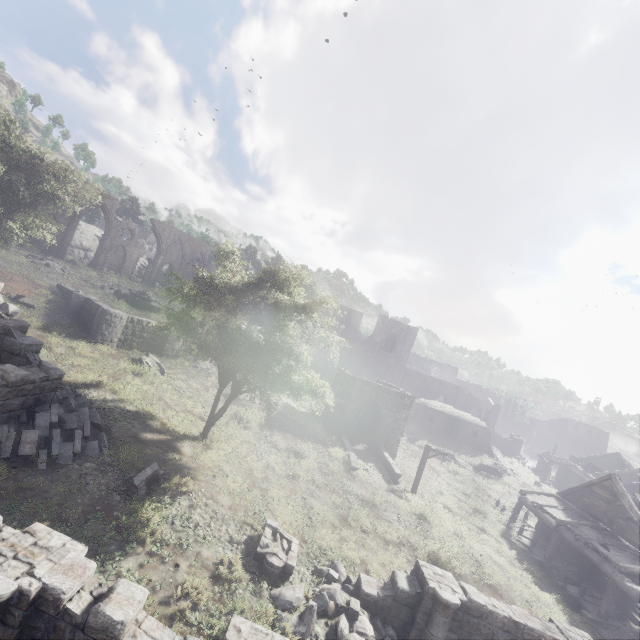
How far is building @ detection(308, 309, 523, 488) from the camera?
25.3m

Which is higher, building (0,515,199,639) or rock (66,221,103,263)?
rock (66,221,103,263)

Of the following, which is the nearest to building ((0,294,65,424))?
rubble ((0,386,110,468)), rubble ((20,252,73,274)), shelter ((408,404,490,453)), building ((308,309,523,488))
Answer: rubble ((0,386,110,468))

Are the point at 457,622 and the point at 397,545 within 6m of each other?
yes

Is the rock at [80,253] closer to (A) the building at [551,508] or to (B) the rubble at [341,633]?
(A) the building at [551,508]

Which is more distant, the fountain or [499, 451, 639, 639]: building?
the fountain

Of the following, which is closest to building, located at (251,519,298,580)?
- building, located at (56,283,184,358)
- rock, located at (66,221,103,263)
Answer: building, located at (56,283,184,358)

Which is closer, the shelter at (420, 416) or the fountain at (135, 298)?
the fountain at (135, 298)
